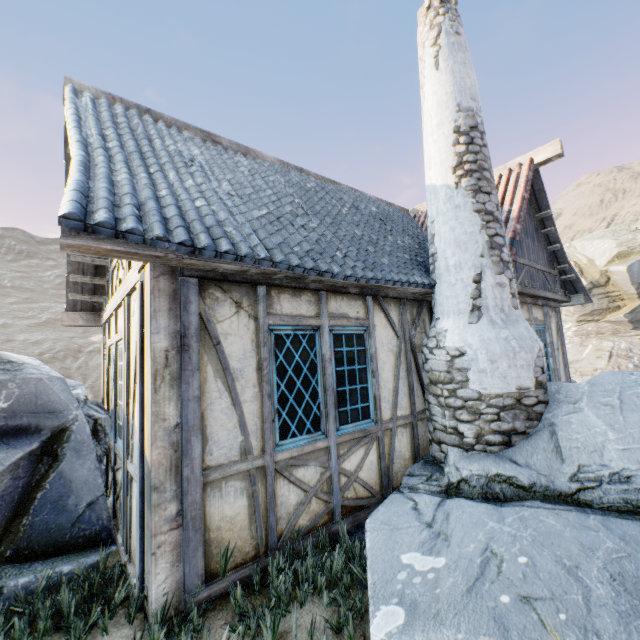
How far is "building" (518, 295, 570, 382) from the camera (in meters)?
6.69

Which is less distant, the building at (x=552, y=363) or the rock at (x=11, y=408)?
the rock at (x=11, y=408)

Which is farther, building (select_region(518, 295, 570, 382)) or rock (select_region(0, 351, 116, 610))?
building (select_region(518, 295, 570, 382))

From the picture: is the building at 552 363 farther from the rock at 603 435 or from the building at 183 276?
the building at 183 276

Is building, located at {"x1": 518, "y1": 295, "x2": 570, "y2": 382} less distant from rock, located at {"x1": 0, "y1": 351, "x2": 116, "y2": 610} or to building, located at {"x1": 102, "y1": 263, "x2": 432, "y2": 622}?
building, located at {"x1": 102, "y1": 263, "x2": 432, "y2": 622}

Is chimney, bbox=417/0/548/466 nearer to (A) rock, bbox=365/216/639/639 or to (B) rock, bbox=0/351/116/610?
(A) rock, bbox=365/216/639/639

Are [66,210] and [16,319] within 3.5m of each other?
no
